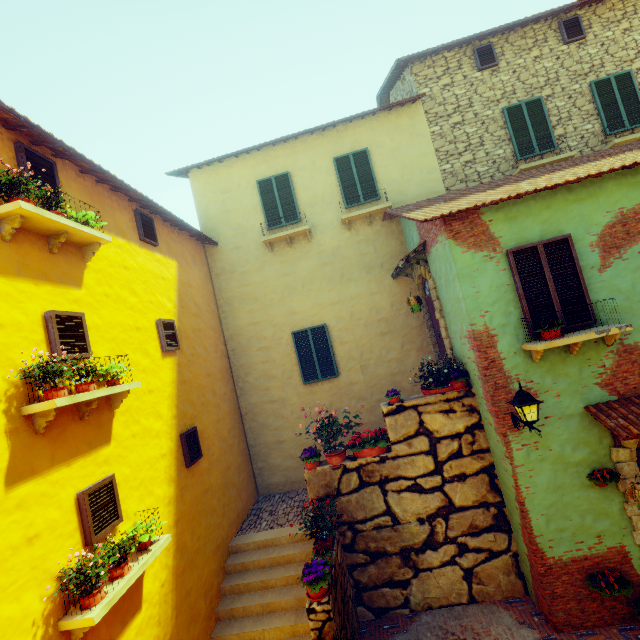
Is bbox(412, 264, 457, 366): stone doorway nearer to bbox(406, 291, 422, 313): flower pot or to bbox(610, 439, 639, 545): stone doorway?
bbox(406, 291, 422, 313): flower pot

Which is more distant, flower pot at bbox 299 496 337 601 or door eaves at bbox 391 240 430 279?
door eaves at bbox 391 240 430 279

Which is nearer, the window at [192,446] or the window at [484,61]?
the window at [192,446]

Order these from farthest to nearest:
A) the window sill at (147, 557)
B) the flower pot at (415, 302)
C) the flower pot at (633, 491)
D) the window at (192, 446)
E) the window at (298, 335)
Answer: the window at (298, 335) < the flower pot at (415, 302) < the window at (192, 446) < the flower pot at (633, 491) < the window sill at (147, 557)

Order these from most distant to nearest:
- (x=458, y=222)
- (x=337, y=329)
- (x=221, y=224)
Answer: (x=221, y=224) < (x=337, y=329) < (x=458, y=222)

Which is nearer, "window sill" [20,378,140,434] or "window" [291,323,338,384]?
"window sill" [20,378,140,434]

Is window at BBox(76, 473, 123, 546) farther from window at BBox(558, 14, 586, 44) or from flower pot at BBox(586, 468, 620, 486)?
window at BBox(558, 14, 586, 44)

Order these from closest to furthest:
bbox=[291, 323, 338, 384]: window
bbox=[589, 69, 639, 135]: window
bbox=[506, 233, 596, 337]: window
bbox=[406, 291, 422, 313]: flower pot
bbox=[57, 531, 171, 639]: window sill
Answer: bbox=[57, 531, 171, 639]: window sill → bbox=[506, 233, 596, 337]: window → bbox=[406, 291, 422, 313]: flower pot → bbox=[589, 69, 639, 135]: window → bbox=[291, 323, 338, 384]: window
